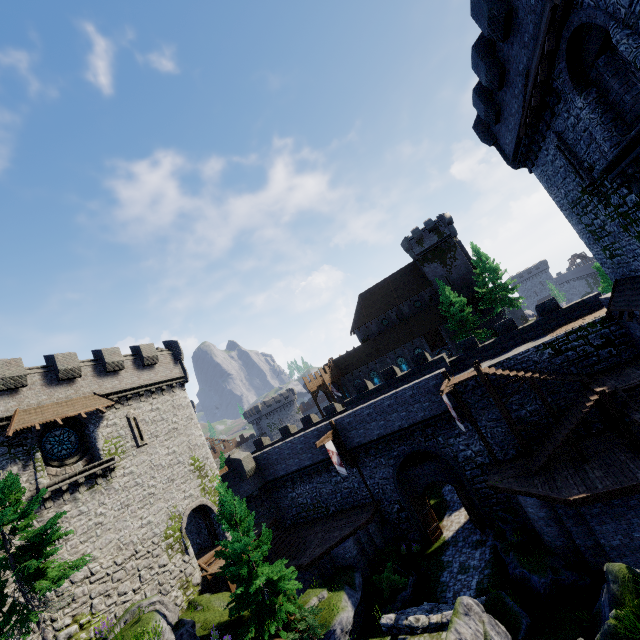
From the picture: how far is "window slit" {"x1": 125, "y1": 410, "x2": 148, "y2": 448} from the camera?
23.6m

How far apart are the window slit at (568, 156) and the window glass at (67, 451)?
31.41m

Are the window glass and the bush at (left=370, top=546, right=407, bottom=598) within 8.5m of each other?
no

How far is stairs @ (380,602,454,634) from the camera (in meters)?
13.62

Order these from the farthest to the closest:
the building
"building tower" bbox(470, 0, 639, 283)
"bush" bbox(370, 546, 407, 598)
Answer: the building < "bush" bbox(370, 546, 407, 598) < "building tower" bbox(470, 0, 639, 283)

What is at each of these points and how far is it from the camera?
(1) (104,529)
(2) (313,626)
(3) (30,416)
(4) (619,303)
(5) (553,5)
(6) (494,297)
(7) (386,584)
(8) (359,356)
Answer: (1) building tower, 19.6m
(2) bush, 15.4m
(3) awning, 18.8m
(4) awning, 15.5m
(5) awning, 7.3m
(6) tree, 41.1m
(7) bush, 19.3m
(8) building, 52.3m

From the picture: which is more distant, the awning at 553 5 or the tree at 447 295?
the tree at 447 295

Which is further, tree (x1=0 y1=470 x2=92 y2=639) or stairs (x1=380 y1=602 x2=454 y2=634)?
stairs (x1=380 y1=602 x2=454 y2=634)
